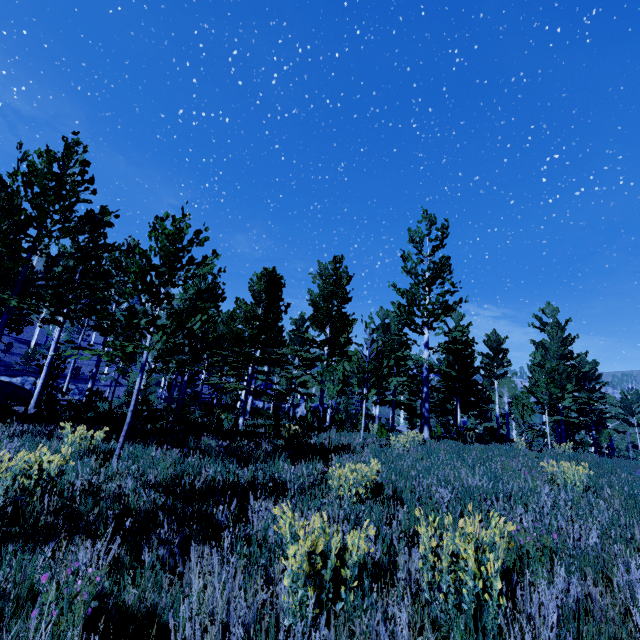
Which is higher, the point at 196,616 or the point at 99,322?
the point at 99,322
